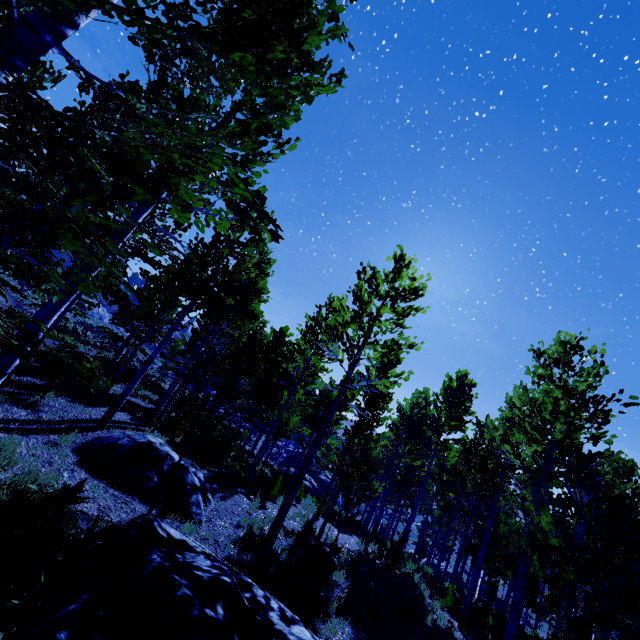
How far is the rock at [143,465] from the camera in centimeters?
798cm

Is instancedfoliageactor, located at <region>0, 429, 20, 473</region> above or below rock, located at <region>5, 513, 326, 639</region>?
below

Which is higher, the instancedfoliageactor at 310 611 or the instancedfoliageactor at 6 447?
the instancedfoliageactor at 6 447

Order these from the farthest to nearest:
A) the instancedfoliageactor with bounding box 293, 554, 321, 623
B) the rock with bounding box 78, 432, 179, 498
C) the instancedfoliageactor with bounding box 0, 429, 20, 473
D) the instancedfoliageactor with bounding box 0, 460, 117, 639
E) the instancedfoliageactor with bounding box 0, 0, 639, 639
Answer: the rock with bounding box 78, 432, 179, 498
the instancedfoliageactor with bounding box 293, 554, 321, 623
the instancedfoliageactor with bounding box 0, 429, 20, 473
the instancedfoliageactor with bounding box 0, 460, 117, 639
the instancedfoliageactor with bounding box 0, 0, 639, 639

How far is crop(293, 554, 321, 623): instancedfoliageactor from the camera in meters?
7.1 m

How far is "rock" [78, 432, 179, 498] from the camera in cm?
798

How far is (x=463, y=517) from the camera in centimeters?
2641cm
